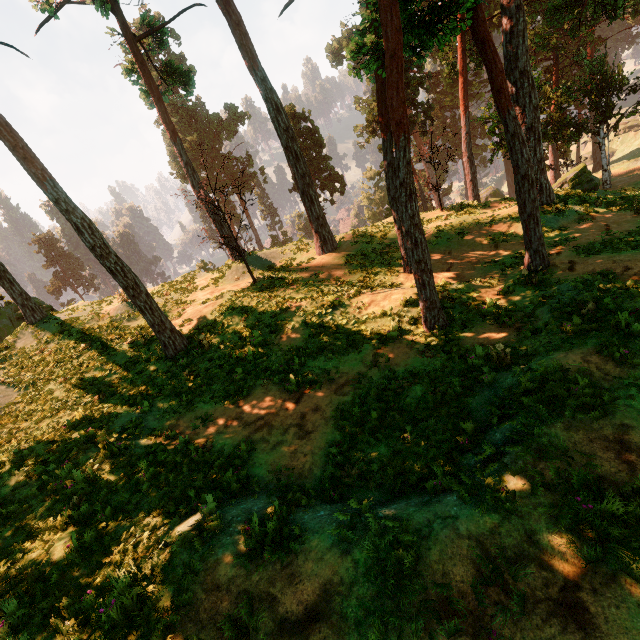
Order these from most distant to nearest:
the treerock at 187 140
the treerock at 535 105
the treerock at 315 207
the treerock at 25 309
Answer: the treerock at 25 309, the treerock at 187 140, the treerock at 315 207, the treerock at 535 105

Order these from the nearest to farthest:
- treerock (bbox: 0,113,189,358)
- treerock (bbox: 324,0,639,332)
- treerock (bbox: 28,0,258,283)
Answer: treerock (bbox: 324,0,639,332)
treerock (bbox: 0,113,189,358)
treerock (bbox: 28,0,258,283)

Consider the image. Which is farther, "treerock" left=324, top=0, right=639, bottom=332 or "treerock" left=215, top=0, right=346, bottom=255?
"treerock" left=215, top=0, right=346, bottom=255

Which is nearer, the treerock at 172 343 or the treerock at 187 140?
the treerock at 172 343

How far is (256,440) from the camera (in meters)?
9.44
